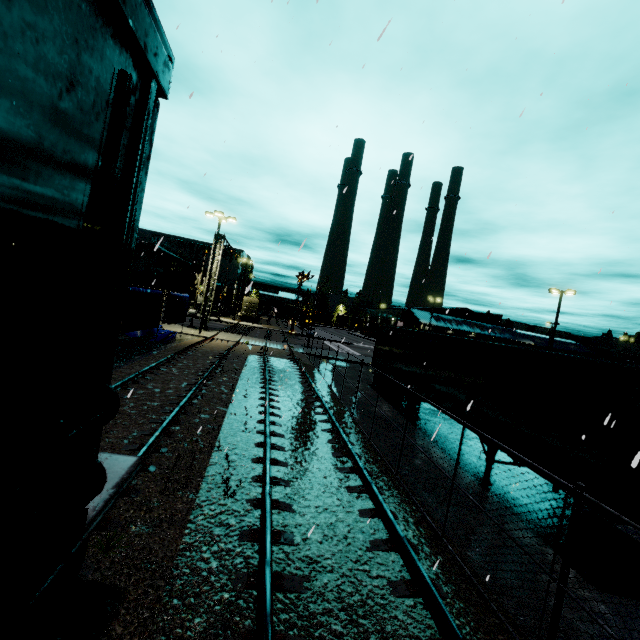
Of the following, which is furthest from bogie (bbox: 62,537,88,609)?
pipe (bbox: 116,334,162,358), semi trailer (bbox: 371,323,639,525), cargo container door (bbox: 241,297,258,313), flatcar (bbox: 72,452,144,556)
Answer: cargo container door (bbox: 241,297,258,313)

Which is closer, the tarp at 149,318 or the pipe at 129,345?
the tarp at 149,318

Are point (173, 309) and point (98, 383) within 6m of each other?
no

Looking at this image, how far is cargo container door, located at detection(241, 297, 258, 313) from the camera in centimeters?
5256cm

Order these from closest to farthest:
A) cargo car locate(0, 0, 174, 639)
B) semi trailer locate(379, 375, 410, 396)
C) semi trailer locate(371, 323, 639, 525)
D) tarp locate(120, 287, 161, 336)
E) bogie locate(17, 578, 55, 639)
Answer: cargo car locate(0, 0, 174, 639), bogie locate(17, 578, 55, 639), semi trailer locate(371, 323, 639, 525), tarp locate(120, 287, 161, 336), semi trailer locate(379, 375, 410, 396)

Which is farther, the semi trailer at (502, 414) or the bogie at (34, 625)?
the semi trailer at (502, 414)

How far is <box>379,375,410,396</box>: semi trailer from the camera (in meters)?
17.56

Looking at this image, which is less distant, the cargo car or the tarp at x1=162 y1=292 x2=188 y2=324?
the cargo car
